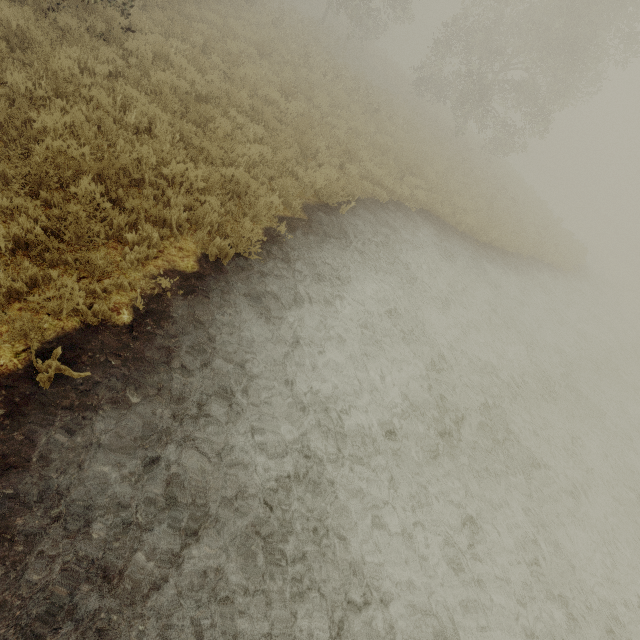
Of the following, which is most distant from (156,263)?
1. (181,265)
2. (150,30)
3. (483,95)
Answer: (483,95)
